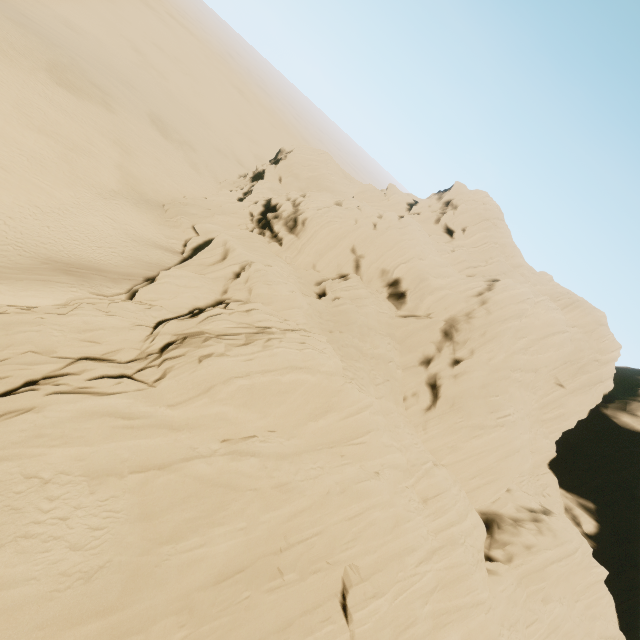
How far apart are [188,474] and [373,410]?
11.0 meters
